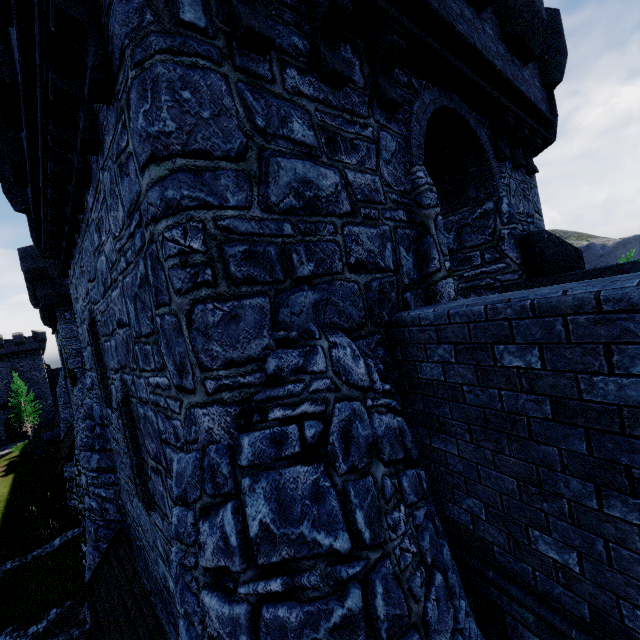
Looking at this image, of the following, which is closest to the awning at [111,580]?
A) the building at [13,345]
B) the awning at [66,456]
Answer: the awning at [66,456]

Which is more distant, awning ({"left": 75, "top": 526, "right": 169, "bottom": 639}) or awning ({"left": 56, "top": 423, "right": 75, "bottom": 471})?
awning ({"left": 56, "top": 423, "right": 75, "bottom": 471})

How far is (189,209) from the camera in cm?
248

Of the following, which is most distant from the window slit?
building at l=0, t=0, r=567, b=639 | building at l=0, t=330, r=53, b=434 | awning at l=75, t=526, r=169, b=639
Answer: building at l=0, t=330, r=53, b=434

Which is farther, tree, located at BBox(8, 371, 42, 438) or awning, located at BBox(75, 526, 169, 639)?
tree, located at BBox(8, 371, 42, 438)

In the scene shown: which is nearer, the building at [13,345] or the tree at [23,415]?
the tree at [23,415]

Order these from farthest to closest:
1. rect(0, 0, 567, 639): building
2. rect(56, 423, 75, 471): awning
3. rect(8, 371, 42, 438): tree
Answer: rect(8, 371, 42, 438): tree, rect(56, 423, 75, 471): awning, rect(0, 0, 567, 639): building

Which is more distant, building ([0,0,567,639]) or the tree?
the tree
